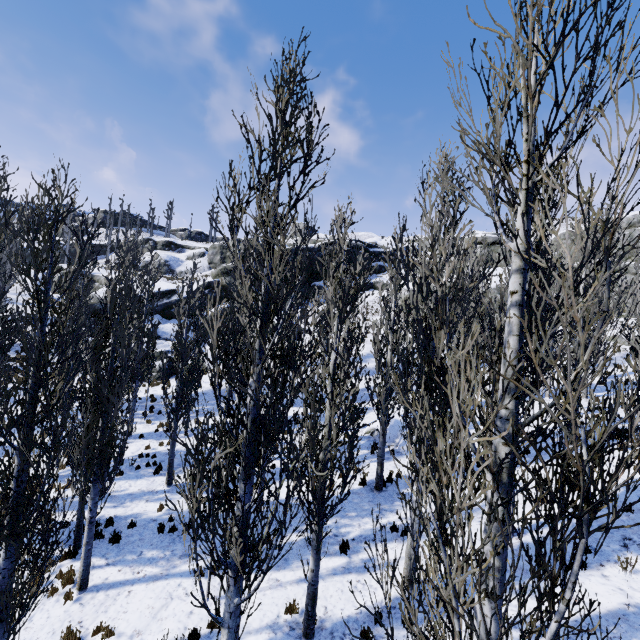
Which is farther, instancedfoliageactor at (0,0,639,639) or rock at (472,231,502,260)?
rock at (472,231,502,260)

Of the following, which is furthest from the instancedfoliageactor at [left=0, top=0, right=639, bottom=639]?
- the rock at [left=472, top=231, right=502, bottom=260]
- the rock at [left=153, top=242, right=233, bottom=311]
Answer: the rock at [left=153, top=242, right=233, bottom=311]

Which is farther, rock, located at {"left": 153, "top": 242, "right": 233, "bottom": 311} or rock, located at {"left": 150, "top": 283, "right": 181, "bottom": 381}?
rock, located at {"left": 153, "top": 242, "right": 233, "bottom": 311}

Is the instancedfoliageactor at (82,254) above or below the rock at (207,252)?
below

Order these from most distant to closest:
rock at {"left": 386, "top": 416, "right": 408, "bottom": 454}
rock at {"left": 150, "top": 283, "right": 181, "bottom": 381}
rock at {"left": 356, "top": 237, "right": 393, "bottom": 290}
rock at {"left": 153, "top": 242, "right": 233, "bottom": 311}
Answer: rock at {"left": 356, "top": 237, "right": 393, "bottom": 290} < rock at {"left": 153, "top": 242, "right": 233, "bottom": 311} < rock at {"left": 150, "top": 283, "right": 181, "bottom": 381} < rock at {"left": 386, "top": 416, "right": 408, "bottom": 454}

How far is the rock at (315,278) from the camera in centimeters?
3992cm

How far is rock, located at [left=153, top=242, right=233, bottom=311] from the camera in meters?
35.5

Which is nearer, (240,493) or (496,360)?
(496,360)
